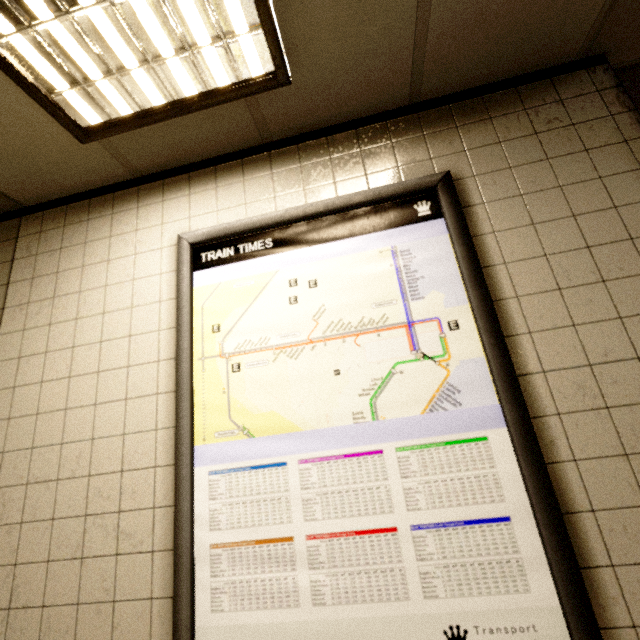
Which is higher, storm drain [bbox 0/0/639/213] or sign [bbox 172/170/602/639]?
storm drain [bbox 0/0/639/213]

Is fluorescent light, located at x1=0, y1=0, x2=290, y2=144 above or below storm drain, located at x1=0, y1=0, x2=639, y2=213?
below

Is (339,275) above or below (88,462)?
above

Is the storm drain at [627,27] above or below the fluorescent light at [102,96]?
above

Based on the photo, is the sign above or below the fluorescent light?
below

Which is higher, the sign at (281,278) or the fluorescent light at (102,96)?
the fluorescent light at (102,96)
